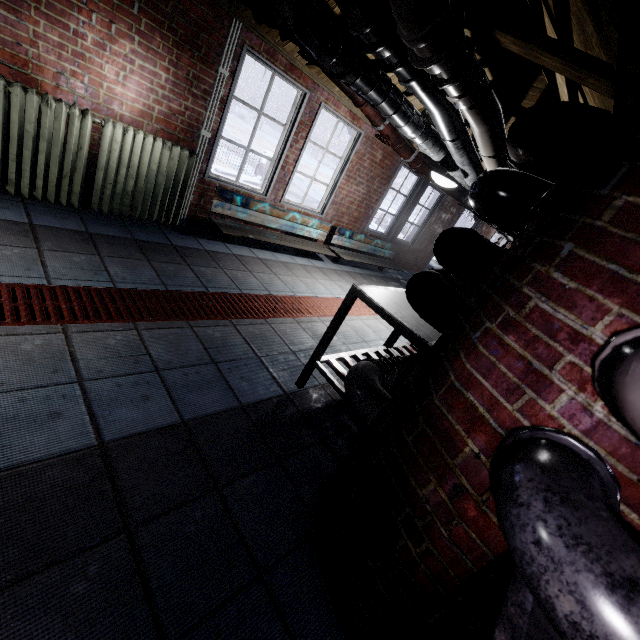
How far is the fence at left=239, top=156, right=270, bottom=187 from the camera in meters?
8.7

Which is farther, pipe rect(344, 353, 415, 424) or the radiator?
the radiator

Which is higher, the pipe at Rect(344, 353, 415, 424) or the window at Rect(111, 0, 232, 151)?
the window at Rect(111, 0, 232, 151)

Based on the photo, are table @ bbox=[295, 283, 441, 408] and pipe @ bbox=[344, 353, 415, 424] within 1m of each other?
yes

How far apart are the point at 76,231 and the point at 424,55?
2.8m

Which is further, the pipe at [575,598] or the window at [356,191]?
the window at [356,191]

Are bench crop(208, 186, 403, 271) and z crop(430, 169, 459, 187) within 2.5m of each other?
yes

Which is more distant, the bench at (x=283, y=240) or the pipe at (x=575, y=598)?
the bench at (x=283, y=240)
